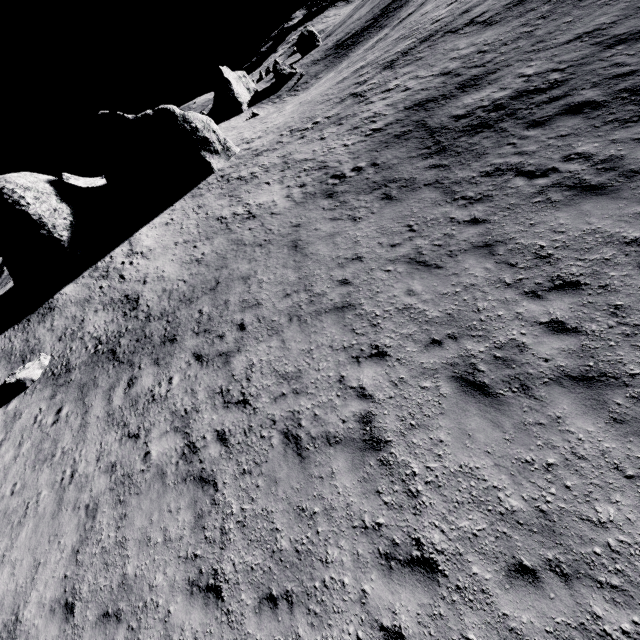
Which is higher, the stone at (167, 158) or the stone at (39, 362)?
the stone at (167, 158)

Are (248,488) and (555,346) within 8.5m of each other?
yes

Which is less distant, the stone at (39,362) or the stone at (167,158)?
the stone at (39,362)

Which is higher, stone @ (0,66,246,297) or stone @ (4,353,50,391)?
stone @ (0,66,246,297)

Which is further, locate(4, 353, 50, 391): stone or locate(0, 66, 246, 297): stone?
locate(0, 66, 246, 297): stone
